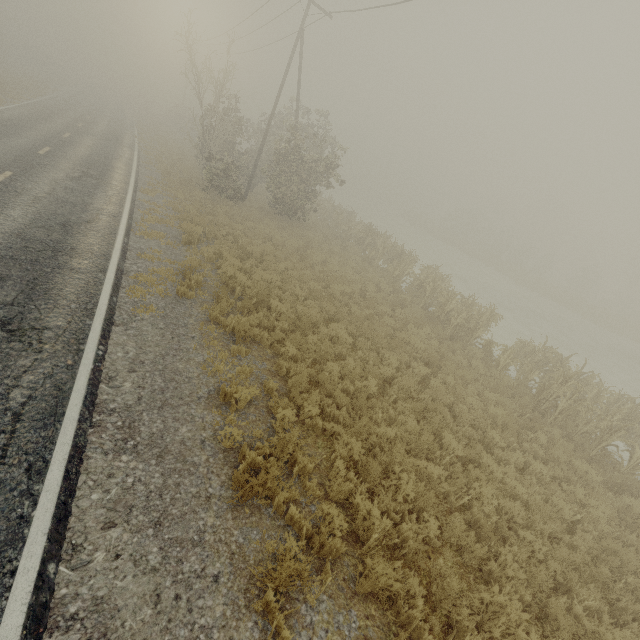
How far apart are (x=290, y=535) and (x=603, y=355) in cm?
2881
